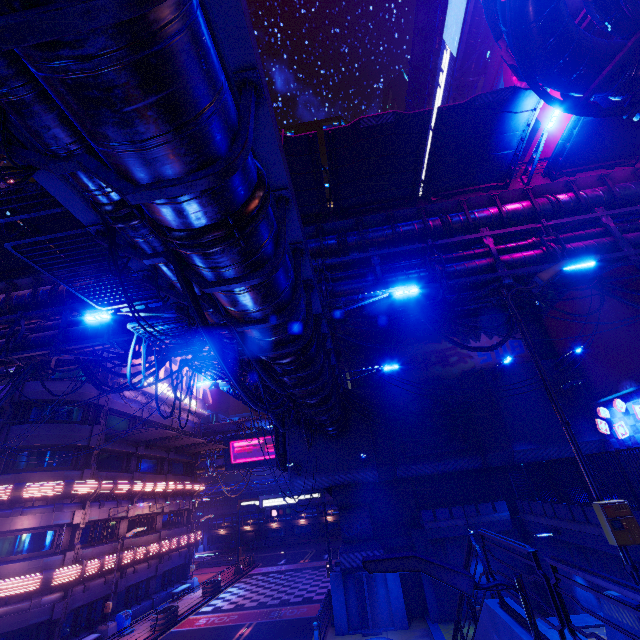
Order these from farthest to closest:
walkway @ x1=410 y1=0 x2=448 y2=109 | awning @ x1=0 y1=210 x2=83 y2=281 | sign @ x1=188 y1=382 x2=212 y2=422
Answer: sign @ x1=188 y1=382 x2=212 y2=422
walkway @ x1=410 y1=0 x2=448 y2=109
awning @ x1=0 y1=210 x2=83 y2=281

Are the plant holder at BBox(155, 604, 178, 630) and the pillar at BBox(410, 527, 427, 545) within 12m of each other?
no

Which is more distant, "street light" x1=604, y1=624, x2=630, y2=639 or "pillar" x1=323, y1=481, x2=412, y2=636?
"pillar" x1=323, y1=481, x2=412, y2=636

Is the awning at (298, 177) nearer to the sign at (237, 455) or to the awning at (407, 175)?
the awning at (407, 175)

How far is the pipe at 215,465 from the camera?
41.8m

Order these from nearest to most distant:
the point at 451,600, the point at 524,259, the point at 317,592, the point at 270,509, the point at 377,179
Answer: the point at 524,259
the point at 377,179
the point at 451,600
the point at 270,509
the point at 317,592

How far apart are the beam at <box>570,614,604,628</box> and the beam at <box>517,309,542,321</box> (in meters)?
21.25
